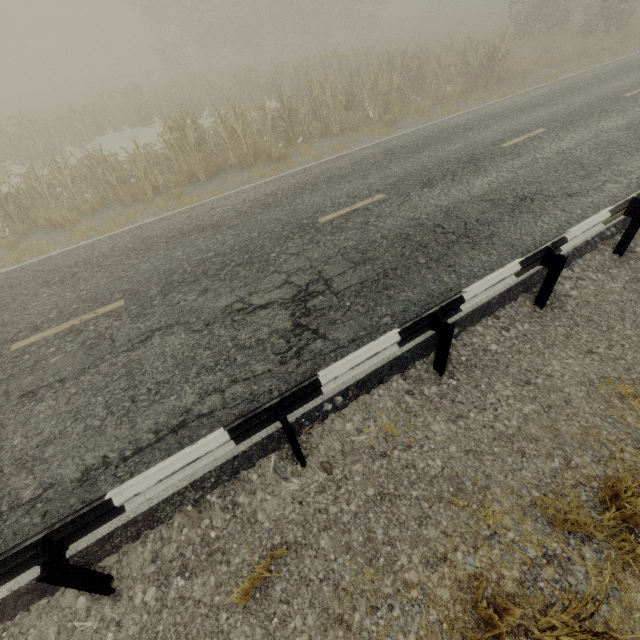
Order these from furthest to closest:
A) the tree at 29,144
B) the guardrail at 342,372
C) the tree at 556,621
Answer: the tree at 29,144 < the guardrail at 342,372 < the tree at 556,621

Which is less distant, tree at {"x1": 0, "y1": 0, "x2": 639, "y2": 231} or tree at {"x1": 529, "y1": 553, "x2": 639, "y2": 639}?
tree at {"x1": 529, "y1": 553, "x2": 639, "y2": 639}

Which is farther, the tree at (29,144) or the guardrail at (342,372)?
the tree at (29,144)

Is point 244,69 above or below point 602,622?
above

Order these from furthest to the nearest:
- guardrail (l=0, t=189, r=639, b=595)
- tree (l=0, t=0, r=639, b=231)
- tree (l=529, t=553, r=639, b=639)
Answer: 1. tree (l=0, t=0, r=639, b=231)
2. guardrail (l=0, t=189, r=639, b=595)
3. tree (l=529, t=553, r=639, b=639)

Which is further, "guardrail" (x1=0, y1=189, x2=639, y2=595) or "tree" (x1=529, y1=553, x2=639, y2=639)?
"guardrail" (x1=0, y1=189, x2=639, y2=595)
